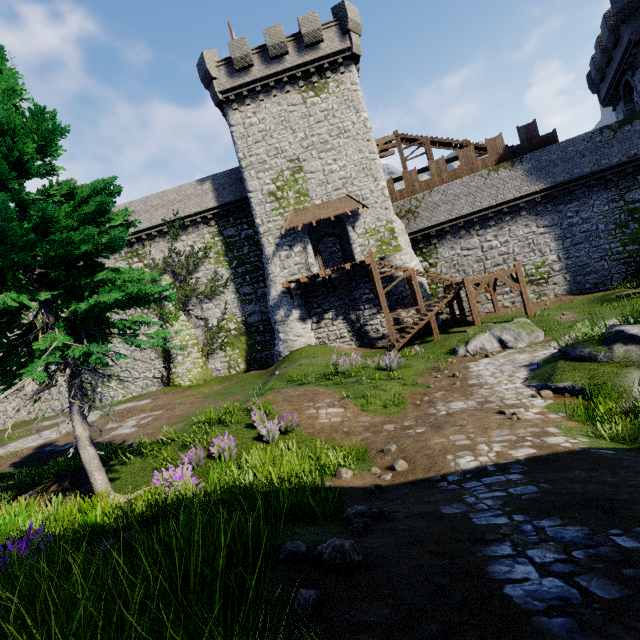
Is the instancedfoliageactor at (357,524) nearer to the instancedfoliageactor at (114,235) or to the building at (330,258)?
the instancedfoliageactor at (114,235)

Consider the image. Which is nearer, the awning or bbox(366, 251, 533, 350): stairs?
bbox(366, 251, 533, 350): stairs

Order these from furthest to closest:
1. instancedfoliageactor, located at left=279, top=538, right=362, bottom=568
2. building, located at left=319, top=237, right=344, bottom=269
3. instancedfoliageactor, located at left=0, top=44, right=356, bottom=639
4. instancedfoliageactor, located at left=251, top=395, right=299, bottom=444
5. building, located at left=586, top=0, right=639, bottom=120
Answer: building, located at left=319, top=237, right=344, bottom=269
building, located at left=586, top=0, right=639, bottom=120
instancedfoliageactor, located at left=251, top=395, right=299, bottom=444
instancedfoliageactor, located at left=279, top=538, right=362, bottom=568
instancedfoliageactor, located at left=0, top=44, right=356, bottom=639

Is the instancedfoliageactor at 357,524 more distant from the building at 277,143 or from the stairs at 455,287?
the building at 277,143

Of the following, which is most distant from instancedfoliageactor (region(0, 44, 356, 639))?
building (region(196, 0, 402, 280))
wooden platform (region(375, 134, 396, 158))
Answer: wooden platform (region(375, 134, 396, 158))

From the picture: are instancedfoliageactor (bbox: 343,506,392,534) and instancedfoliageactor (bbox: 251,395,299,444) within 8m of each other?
yes

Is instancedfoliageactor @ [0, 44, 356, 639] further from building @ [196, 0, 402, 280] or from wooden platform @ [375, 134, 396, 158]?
wooden platform @ [375, 134, 396, 158]

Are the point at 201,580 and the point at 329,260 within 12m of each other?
no
